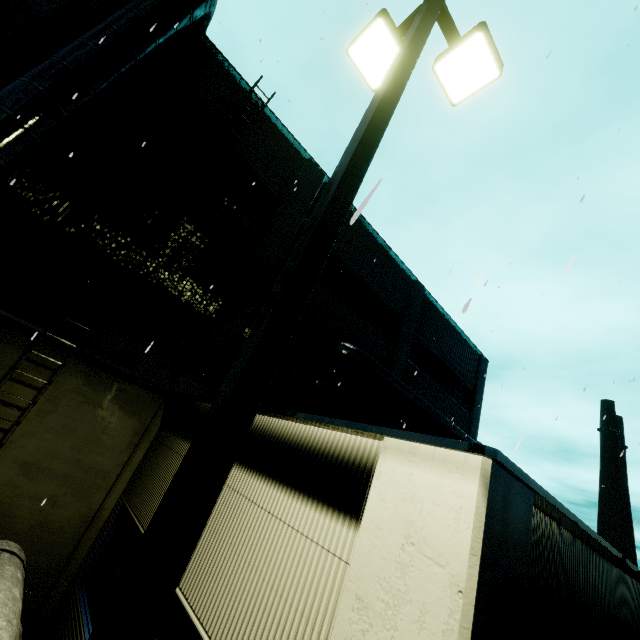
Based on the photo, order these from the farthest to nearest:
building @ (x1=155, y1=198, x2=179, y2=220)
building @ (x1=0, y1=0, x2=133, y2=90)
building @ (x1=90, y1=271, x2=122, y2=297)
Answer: building @ (x1=155, y1=198, x2=179, y2=220) → building @ (x1=90, y1=271, x2=122, y2=297) → building @ (x1=0, y1=0, x2=133, y2=90)

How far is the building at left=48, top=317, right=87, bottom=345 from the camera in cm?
720

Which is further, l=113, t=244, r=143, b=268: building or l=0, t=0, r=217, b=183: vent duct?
l=113, t=244, r=143, b=268: building

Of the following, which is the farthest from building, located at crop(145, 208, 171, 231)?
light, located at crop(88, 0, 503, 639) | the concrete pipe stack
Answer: light, located at crop(88, 0, 503, 639)

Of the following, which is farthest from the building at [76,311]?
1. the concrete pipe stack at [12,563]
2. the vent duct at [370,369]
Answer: the concrete pipe stack at [12,563]

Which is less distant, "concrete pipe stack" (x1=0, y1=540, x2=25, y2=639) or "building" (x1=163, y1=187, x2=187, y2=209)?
"concrete pipe stack" (x1=0, y1=540, x2=25, y2=639)

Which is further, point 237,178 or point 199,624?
point 237,178

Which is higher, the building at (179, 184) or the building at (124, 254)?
the building at (179, 184)
